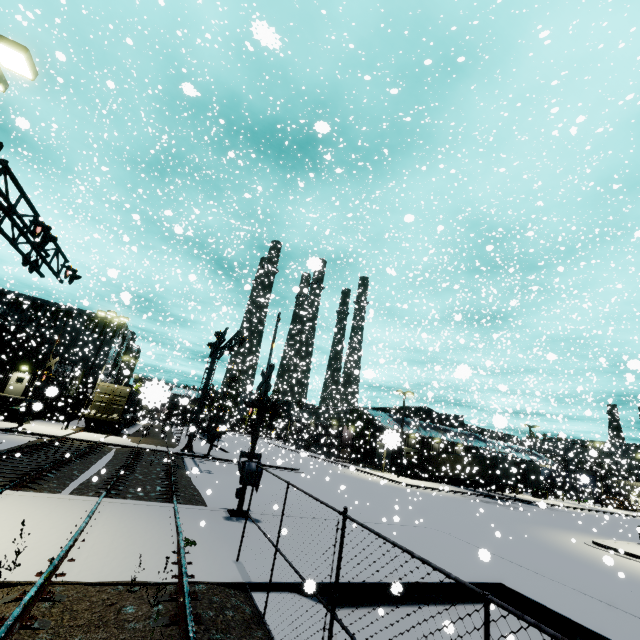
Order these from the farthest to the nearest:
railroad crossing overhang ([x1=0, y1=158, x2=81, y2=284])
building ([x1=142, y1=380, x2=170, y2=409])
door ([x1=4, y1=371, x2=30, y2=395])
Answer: door ([x1=4, y1=371, x2=30, y2=395]), railroad crossing overhang ([x1=0, y1=158, x2=81, y2=284]), building ([x1=142, y1=380, x2=170, y2=409])

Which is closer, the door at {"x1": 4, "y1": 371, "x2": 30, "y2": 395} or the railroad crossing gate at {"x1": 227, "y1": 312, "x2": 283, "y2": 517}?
the railroad crossing gate at {"x1": 227, "y1": 312, "x2": 283, "y2": 517}

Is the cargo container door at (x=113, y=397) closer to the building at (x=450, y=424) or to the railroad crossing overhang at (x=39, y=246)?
the building at (x=450, y=424)

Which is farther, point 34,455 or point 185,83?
point 34,455

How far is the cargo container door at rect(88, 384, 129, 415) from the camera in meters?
28.0

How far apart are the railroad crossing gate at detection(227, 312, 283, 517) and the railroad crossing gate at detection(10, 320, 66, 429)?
13.63m

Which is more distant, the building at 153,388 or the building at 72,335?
the building at 72,335

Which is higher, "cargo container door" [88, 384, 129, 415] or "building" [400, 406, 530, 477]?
"building" [400, 406, 530, 477]
